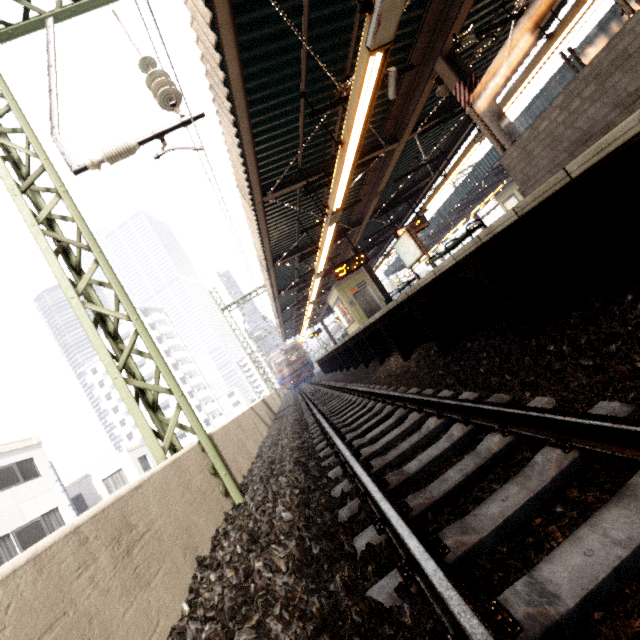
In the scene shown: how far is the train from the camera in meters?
29.3

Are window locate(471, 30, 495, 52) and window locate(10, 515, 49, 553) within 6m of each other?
no

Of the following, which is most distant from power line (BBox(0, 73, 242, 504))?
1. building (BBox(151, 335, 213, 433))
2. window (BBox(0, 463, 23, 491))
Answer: building (BBox(151, 335, 213, 433))

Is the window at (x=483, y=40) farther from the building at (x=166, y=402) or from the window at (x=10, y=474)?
the building at (x=166, y=402)

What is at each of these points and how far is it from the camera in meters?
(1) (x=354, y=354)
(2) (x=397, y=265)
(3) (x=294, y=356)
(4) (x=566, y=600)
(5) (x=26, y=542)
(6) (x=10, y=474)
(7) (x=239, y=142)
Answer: (1) platform underside, 13.3
(2) awning structure, 35.5
(3) train, 32.5
(4) train track, 1.1
(5) window, 14.7
(6) window, 15.8
(7) awning structure, 5.9

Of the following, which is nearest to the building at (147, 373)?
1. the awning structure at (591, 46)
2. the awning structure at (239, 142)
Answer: the awning structure at (239, 142)

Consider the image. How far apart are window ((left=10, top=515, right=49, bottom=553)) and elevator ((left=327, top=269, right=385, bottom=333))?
18.74m

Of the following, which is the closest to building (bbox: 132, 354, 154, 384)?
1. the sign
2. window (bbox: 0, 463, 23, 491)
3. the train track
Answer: the train track
